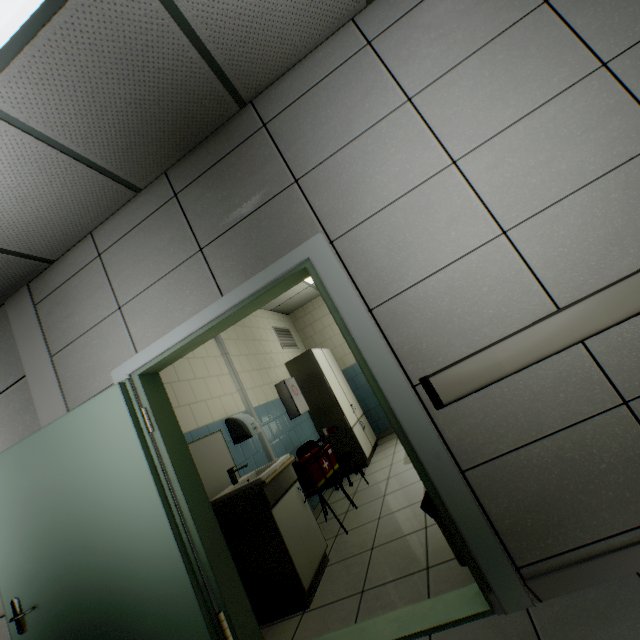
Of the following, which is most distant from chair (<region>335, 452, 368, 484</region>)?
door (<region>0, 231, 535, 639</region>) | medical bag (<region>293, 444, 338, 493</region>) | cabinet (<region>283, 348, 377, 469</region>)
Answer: door (<region>0, 231, 535, 639</region>)

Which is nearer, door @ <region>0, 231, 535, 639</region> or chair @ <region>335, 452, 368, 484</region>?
door @ <region>0, 231, 535, 639</region>

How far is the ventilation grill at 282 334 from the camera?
6.2m

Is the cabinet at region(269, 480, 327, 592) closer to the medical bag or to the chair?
the medical bag

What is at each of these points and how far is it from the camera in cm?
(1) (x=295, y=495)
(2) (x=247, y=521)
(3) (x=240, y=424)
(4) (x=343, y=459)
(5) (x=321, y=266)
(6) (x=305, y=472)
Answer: (1) cabinet, 290
(2) sink, 255
(3) hand dryer, 344
(4) chair, 418
(5) door, 195
(6) medical bag, 338

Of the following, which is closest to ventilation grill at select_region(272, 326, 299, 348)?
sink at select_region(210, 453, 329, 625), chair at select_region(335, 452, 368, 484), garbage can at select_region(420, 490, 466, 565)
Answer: chair at select_region(335, 452, 368, 484)

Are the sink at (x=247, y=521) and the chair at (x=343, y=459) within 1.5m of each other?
yes

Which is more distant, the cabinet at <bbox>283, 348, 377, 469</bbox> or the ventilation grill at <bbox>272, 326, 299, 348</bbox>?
the ventilation grill at <bbox>272, 326, 299, 348</bbox>
